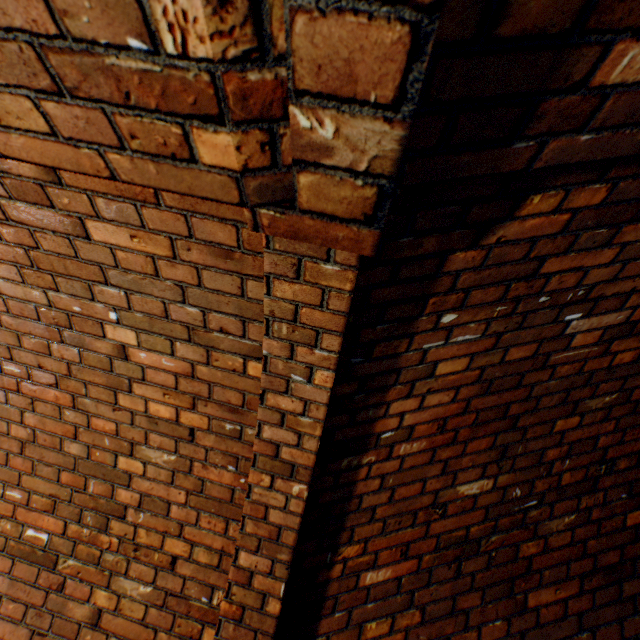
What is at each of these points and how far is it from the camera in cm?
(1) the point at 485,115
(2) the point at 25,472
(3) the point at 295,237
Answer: (1) building tunnel, 64
(2) building tunnel, 172
(3) wall archway, 83
